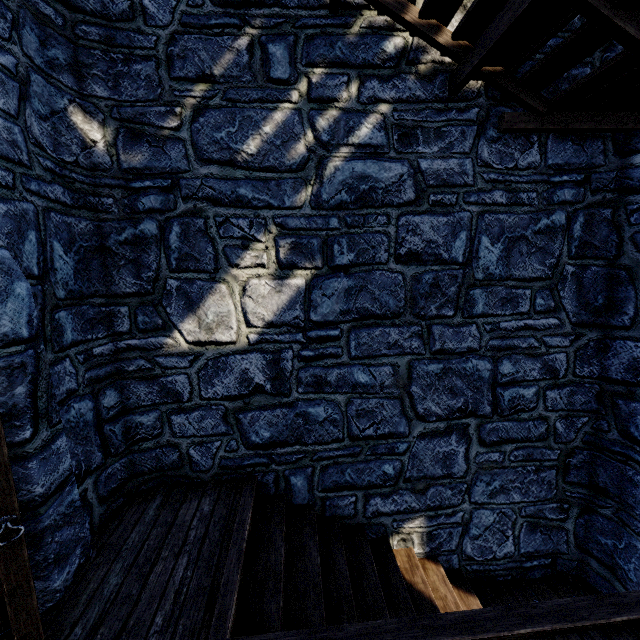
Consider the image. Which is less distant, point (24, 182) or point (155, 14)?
point (24, 182)
